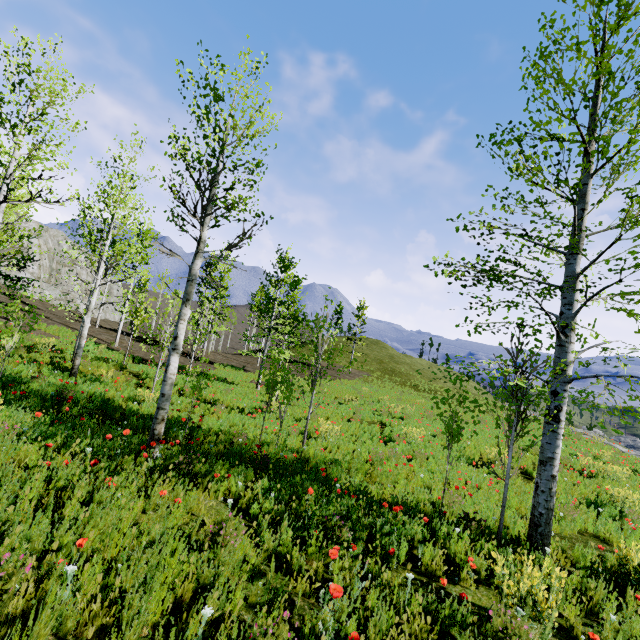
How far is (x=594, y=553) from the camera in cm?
560

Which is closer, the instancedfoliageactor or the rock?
the instancedfoliageactor

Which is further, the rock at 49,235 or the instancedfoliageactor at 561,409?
the rock at 49,235
